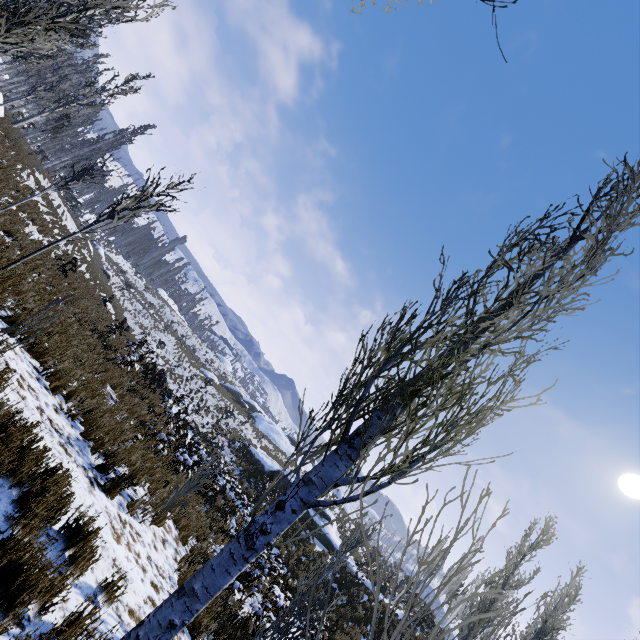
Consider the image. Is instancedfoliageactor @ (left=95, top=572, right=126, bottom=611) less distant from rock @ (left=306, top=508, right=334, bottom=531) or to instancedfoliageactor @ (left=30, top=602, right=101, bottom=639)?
instancedfoliageactor @ (left=30, top=602, right=101, bottom=639)

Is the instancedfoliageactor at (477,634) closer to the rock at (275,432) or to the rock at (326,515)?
the rock at (326,515)

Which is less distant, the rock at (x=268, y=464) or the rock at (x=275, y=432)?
the rock at (x=268, y=464)

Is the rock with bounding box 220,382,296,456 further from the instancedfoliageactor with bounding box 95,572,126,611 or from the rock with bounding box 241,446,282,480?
the instancedfoliageactor with bounding box 95,572,126,611

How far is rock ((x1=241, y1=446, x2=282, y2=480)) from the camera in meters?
25.5 m

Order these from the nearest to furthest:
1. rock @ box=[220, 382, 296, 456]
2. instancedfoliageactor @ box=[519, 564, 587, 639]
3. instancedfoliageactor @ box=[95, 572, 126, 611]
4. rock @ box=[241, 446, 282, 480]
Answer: instancedfoliageactor @ box=[95, 572, 126, 611]
instancedfoliageactor @ box=[519, 564, 587, 639]
rock @ box=[241, 446, 282, 480]
rock @ box=[220, 382, 296, 456]

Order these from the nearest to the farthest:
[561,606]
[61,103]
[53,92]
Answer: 1. [561,606]
2. [53,92]
3. [61,103]
